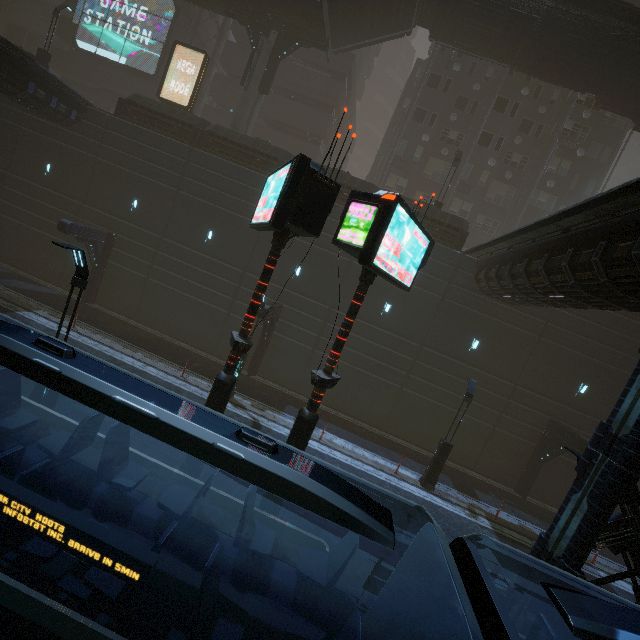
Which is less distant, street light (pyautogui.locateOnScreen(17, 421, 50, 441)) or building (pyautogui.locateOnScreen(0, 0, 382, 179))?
street light (pyautogui.locateOnScreen(17, 421, 50, 441))

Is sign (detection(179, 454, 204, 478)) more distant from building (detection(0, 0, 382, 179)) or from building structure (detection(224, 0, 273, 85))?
building structure (detection(224, 0, 273, 85))

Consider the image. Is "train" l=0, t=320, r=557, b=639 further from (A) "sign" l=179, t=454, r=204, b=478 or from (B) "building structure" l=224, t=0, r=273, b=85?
(B) "building structure" l=224, t=0, r=273, b=85

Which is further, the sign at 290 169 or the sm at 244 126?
the sm at 244 126

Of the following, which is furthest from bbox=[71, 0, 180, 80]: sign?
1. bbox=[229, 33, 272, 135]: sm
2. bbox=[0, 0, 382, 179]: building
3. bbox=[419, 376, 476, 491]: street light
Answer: bbox=[419, 376, 476, 491]: street light

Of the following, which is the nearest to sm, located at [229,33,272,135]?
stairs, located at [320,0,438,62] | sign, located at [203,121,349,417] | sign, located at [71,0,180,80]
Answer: stairs, located at [320,0,438,62]

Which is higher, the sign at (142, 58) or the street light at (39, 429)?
the sign at (142, 58)

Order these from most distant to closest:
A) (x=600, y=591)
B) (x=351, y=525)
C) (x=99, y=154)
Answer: (x=99, y=154), (x=600, y=591), (x=351, y=525)
